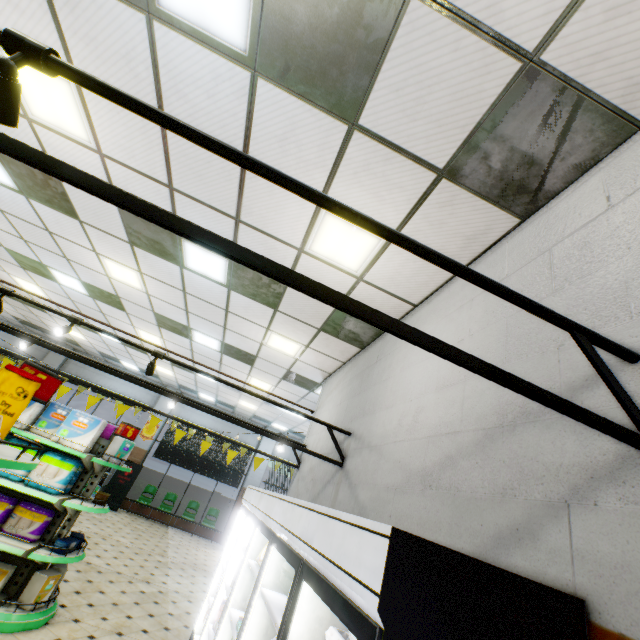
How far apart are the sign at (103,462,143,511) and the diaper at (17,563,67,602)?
9.4m

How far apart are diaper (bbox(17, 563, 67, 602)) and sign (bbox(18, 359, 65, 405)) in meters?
3.5

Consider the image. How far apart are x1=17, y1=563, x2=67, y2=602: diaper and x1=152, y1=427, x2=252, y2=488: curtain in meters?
10.2

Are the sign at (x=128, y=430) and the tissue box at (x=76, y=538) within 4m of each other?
→ yes

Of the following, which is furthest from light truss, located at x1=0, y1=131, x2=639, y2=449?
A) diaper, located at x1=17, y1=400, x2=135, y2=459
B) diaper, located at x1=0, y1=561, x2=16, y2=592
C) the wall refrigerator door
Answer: diaper, located at x1=0, y1=561, x2=16, y2=592

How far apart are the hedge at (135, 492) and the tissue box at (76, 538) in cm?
1046

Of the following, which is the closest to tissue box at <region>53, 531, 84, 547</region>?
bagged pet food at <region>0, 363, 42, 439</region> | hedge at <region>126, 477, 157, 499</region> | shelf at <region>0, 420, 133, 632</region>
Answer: shelf at <region>0, 420, 133, 632</region>

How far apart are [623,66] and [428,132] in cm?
115
